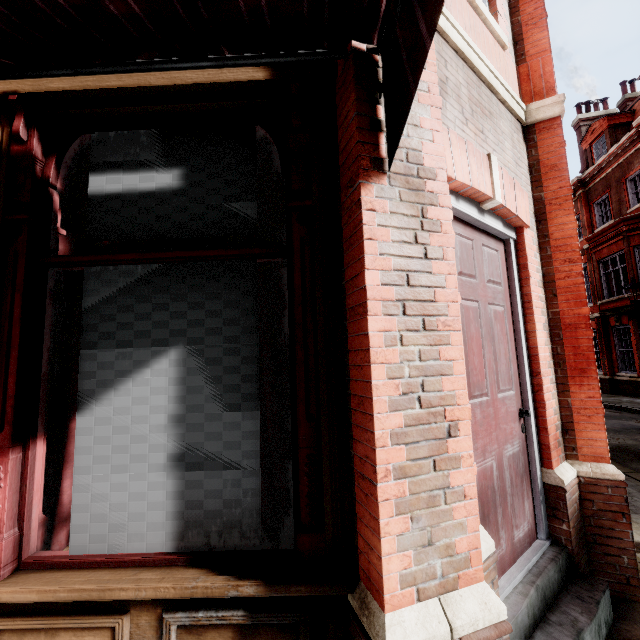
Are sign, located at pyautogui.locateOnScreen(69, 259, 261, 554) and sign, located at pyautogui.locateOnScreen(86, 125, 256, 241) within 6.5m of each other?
yes

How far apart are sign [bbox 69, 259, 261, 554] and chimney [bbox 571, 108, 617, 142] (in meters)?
28.54

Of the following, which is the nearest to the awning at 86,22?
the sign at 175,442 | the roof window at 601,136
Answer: the sign at 175,442

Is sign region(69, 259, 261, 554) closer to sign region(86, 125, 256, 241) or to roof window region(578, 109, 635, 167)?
sign region(86, 125, 256, 241)

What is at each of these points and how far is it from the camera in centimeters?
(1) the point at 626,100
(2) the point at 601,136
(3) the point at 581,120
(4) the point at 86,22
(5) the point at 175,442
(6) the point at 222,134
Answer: (1) chimney, 2094cm
(2) roof window, 1828cm
(3) chimney, 2133cm
(4) awning, 130cm
(5) sign, 171cm
(6) sign, 192cm

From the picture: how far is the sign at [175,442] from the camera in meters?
1.7 m

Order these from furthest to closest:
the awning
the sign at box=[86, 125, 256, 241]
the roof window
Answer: the roof window
the sign at box=[86, 125, 256, 241]
the awning

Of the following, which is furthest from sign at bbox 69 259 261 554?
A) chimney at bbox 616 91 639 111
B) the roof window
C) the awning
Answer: chimney at bbox 616 91 639 111
